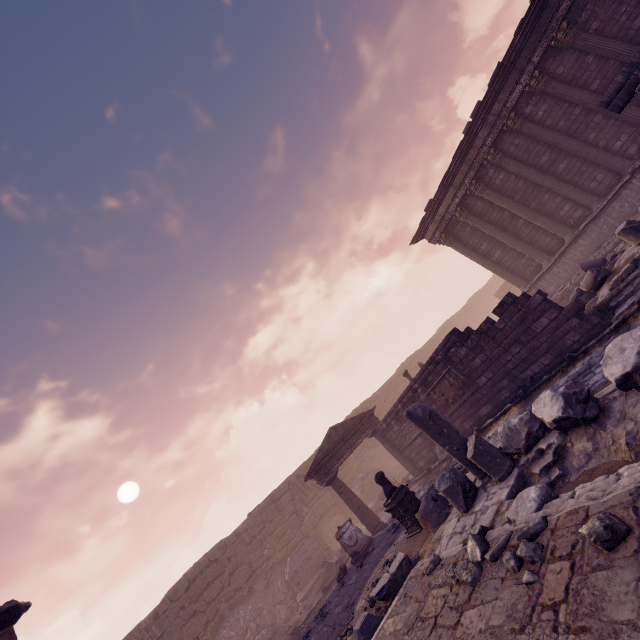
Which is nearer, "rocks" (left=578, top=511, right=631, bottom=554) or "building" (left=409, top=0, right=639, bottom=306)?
"rocks" (left=578, top=511, right=631, bottom=554)

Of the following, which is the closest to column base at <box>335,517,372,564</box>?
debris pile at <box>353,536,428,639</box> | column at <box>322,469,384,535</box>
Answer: column at <box>322,469,384,535</box>

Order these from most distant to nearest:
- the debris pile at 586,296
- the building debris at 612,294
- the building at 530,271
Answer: the building at 530,271
the debris pile at 586,296
the building debris at 612,294

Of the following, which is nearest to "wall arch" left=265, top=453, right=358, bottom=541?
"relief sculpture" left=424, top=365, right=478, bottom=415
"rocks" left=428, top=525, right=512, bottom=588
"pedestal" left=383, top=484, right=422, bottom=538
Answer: "relief sculpture" left=424, top=365, right=478, bottom=415

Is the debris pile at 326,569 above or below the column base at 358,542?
below

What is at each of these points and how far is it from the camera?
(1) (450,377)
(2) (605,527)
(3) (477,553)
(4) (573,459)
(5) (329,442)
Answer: (1) relief sculpture, 10.90m
(2) rocks, 2.35m
(3) rocks, 3.76m
(4) building debris, 4.28m
(5) pediment, 14.57m

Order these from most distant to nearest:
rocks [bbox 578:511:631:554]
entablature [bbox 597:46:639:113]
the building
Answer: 1. the building
2. entablature [bbox 597:46:639:113]
3. rocks [bbox 578:511:631:554]

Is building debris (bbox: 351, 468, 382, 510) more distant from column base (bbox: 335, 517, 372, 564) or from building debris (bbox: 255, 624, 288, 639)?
column base (bbox: 335, 517, 372, 564)
